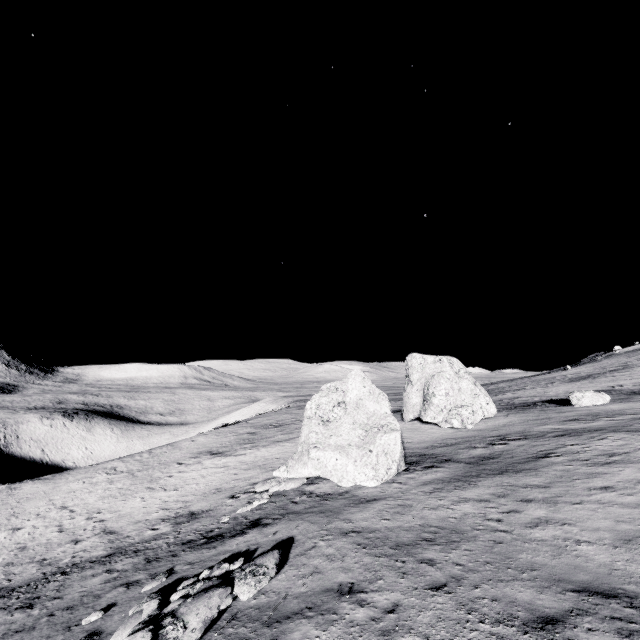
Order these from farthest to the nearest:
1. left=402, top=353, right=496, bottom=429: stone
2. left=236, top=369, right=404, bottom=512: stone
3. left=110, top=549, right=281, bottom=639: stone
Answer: left=402, top=353, right=496, bottom=429: stone
left=236, top=369, right=404, bottom=512: stone
left=110, top=549, right=281, bottom=639: stone

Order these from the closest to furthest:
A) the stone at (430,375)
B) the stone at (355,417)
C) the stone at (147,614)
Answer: the stone at (147,614) < the stone at (355,417) < the stone at (430,375)

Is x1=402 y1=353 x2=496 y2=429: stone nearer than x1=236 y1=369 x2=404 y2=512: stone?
No

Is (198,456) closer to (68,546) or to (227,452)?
(227,452)

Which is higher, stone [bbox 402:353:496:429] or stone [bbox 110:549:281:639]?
stone [bbox 402:353:496:429]

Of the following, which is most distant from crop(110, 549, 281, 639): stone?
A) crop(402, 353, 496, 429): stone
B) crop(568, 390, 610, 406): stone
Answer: crop(568, 390, 610, 406): stone

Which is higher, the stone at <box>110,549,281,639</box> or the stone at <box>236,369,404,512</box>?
the stone at <box>236,369,404,512</box>

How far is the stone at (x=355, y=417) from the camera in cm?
1598
